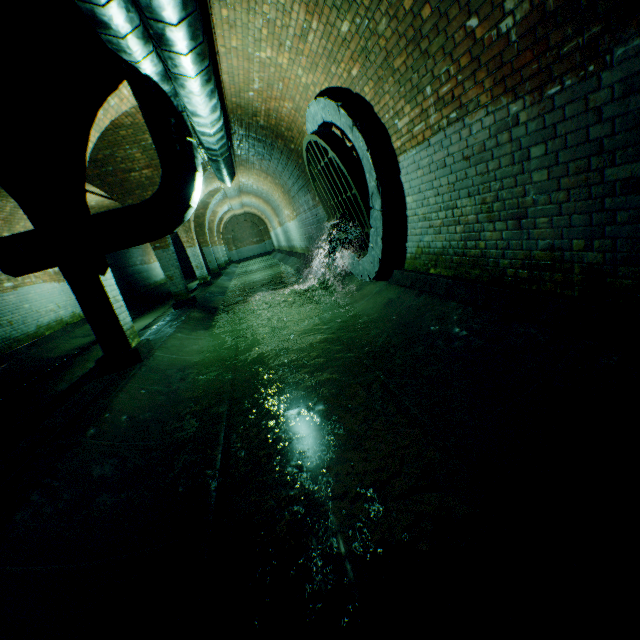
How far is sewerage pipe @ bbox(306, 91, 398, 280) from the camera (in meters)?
4.66

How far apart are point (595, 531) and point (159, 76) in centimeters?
628cm

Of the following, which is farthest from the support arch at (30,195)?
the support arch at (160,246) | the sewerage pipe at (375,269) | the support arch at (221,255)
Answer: the support arch at (221,255)

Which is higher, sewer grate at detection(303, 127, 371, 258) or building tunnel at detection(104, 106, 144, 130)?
building tunnel at detection(104, 106, 144, 130)

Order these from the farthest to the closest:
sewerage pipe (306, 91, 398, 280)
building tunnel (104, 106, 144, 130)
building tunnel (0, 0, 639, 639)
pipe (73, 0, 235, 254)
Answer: building tunnel (104, 106, 144, 130) < sewerage pipe (306, 91, 398, 280) < pipe (73, 0, 235, 254) < building tunnel (0, 0, 639, 639)

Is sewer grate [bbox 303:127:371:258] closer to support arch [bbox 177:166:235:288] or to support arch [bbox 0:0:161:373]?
support arch [bbox 0:0:161:373]

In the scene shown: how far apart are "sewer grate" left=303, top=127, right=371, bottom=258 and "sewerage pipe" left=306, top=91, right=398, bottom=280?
0.0 meters

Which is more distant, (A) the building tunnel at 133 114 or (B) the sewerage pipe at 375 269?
(A) the building tunnel at 133 114
